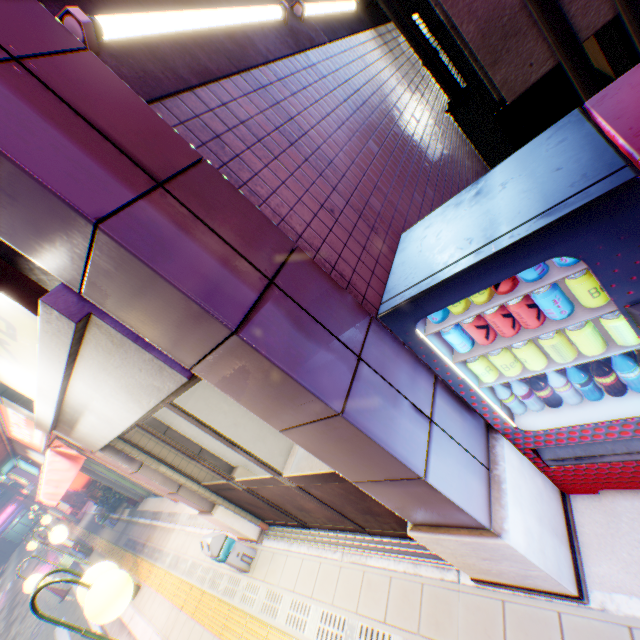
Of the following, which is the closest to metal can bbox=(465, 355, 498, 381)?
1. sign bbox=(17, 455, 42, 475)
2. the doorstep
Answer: the doorstep

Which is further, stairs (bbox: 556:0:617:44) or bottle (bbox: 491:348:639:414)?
stairs (bbox: 556:0:617:44)

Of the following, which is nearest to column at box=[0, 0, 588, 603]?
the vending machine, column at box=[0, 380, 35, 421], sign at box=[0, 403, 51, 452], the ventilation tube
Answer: the vending machine

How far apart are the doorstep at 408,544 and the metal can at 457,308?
1.8 meters

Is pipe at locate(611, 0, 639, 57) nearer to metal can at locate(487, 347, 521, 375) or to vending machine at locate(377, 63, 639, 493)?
vending machine at locate(377, 63, 639, 493)

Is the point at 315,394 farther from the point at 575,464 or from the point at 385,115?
the point at 385,115

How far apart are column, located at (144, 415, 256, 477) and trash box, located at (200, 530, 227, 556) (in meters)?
0.70

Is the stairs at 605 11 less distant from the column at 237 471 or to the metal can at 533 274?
the metal can at 533 274
